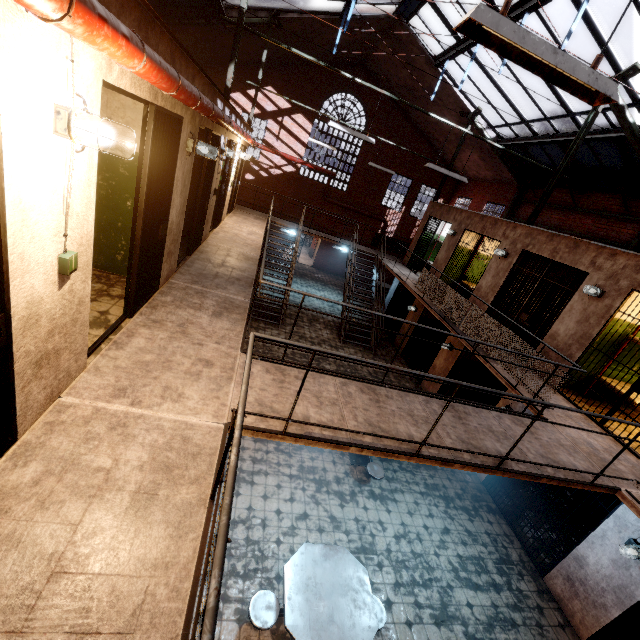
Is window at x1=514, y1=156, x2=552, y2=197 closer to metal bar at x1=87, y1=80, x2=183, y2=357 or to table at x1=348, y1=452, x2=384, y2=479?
metal bar at x1=87, y1=80, x2=183, y2=357

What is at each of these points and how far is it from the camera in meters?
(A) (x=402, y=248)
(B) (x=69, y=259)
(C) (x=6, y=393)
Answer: (A) metal railing, 16.5 m
(B) wiring, 2.2 m
(C) metal bar, 2.1 m

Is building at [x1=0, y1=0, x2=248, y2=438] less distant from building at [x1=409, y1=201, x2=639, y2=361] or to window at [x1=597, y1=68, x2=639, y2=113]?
window at [x1=597, y1=68, x2=639, y2=113]

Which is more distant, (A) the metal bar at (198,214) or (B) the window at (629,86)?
(B) the window at (629,86)

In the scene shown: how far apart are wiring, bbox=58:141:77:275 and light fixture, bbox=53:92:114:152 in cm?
7

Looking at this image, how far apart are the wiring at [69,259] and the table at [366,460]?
5.88m

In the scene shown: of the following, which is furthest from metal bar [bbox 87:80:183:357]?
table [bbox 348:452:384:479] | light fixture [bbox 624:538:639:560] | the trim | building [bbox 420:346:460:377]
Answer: the trim

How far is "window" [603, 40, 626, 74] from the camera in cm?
712
